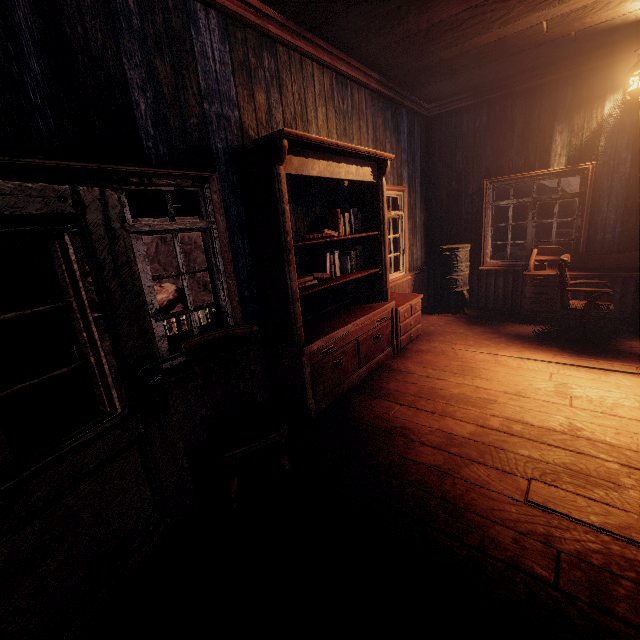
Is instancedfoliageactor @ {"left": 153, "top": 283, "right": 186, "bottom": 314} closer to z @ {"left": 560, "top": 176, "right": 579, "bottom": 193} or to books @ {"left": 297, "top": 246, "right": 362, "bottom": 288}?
z @ {"left": 560, "top": 176, "right": 579, "bottom": 193}

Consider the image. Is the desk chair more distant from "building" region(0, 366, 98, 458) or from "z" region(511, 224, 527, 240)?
"z" region(511, 224, 527, 240)

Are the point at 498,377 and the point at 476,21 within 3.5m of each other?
no

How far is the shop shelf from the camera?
2.86m

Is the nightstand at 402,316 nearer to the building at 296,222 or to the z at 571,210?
the building at 296,222

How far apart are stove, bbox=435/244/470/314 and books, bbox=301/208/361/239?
2.5 meters

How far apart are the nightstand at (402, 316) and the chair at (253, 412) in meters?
2.6

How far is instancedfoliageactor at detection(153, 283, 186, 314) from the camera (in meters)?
9.22
